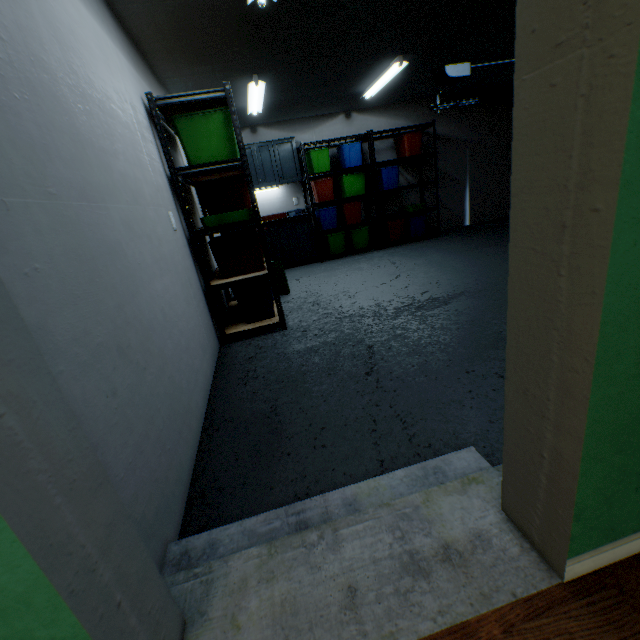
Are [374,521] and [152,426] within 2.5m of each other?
yes

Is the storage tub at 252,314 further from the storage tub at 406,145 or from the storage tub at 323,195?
the storage tub at 406,145

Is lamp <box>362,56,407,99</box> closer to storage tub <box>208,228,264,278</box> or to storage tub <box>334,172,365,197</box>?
storage tub <box>334,172,365,197</box>

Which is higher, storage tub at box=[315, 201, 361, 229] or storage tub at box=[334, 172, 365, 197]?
storage tub at box=[334, 172, 365, 197]

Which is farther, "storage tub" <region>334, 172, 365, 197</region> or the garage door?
"storage tub" <region>334, 172, 365, 197</region>

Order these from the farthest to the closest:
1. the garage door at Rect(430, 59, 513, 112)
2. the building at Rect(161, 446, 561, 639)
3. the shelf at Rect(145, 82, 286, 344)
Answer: the garage door at Rect(430, 59, 513, 112) < the shelf at Rect(145, 82, 286, 344) < the building at Rect(161, 446, 561, 639)

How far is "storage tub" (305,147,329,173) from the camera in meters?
5.4

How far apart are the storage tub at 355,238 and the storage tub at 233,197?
2.90m
